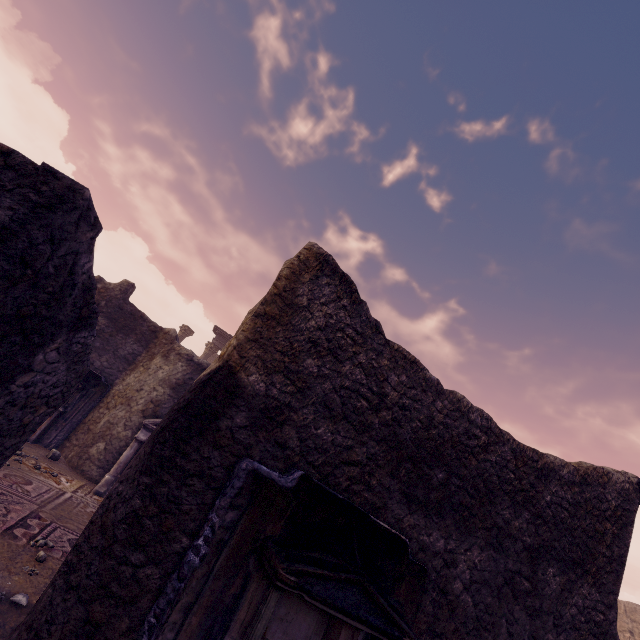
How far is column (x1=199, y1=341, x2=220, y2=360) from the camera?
19.3 meters

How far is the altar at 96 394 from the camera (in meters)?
8.73

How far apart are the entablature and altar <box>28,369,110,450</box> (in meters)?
9.75

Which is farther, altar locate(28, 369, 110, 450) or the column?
the column

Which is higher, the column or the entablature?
the entablature

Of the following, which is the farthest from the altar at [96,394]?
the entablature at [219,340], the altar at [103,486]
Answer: the entablature at [219,340]

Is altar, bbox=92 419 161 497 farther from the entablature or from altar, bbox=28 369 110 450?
the entablature

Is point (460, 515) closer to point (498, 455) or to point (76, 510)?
point (498, 455)
